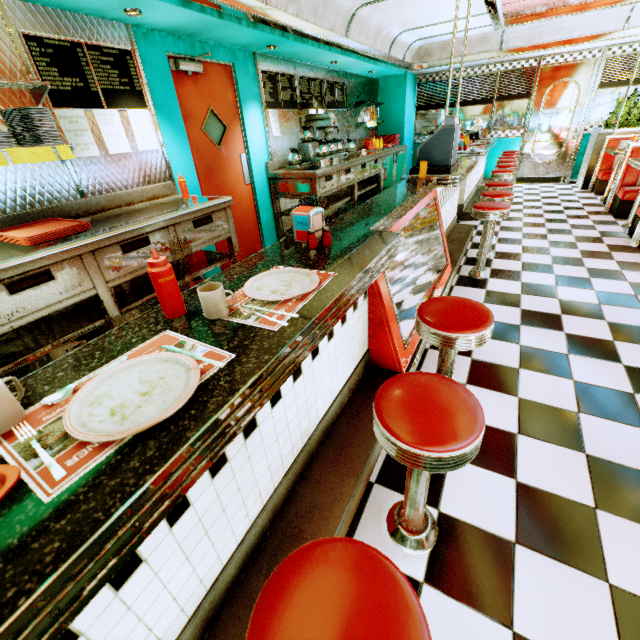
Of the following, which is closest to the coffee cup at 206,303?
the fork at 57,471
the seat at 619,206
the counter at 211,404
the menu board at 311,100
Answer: the counter at 211,404

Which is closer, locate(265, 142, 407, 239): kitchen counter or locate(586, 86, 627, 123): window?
locate(265, 142, 407, 239): kitchen counter

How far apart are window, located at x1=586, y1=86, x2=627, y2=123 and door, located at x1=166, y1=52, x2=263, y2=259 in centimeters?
803cm

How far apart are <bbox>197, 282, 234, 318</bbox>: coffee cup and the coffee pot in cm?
510

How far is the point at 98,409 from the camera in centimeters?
75cm

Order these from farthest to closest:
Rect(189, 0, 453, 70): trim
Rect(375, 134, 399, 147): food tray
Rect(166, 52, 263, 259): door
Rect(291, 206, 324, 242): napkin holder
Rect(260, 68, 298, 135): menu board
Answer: Rect(375, 134, 399, 147): food tray → Rect(260, 68, 298, 135): menu board → Rect(166, 52, 263, 259): door → Rect(189, 0, 453, 70): trim → Rect(291, 206, 324, 242): napkin holder

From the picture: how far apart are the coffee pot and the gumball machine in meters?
3.4 m

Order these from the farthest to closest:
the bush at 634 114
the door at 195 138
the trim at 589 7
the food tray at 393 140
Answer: the food tray at 393 140 < the bush at 634 114 < the trim at 589 7 < the door at 195 138
